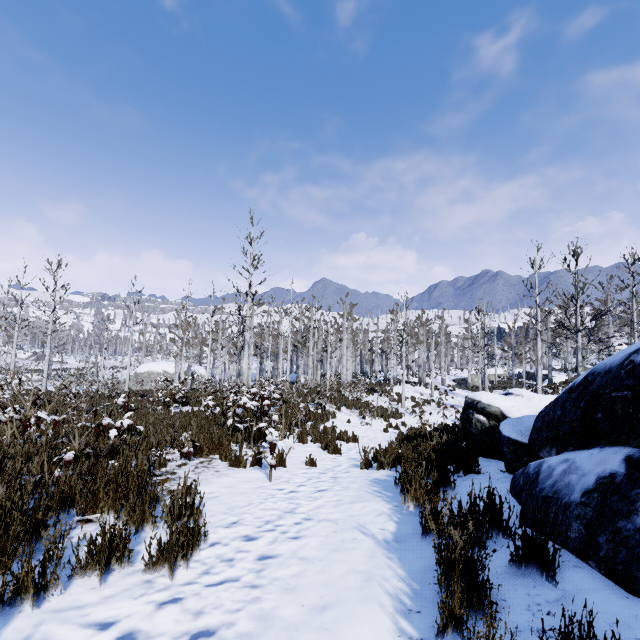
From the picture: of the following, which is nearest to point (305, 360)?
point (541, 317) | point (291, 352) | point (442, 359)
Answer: point (291, 352)

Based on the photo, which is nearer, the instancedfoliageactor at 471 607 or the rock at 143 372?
the instancedfoliageactor at 471 607

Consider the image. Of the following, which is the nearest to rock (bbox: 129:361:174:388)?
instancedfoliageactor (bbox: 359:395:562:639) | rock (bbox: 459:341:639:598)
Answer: rock (bbox: 459:341:639:598)

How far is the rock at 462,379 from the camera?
42.41m

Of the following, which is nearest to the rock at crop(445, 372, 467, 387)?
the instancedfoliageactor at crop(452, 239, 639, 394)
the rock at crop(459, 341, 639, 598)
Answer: the instancedfoliageactor at crop(452, 239, 639, 394)

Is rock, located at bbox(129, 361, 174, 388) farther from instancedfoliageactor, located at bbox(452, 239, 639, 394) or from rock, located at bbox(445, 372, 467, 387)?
rock, located at bbox(445, 372, 467, 387)

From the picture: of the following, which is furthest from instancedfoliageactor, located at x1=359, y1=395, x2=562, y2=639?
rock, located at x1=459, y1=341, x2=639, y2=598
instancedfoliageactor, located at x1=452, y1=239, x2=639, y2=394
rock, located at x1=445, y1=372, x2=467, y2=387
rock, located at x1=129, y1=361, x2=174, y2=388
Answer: rock, located at x1=445, y1=372, x2=467, y2=387
